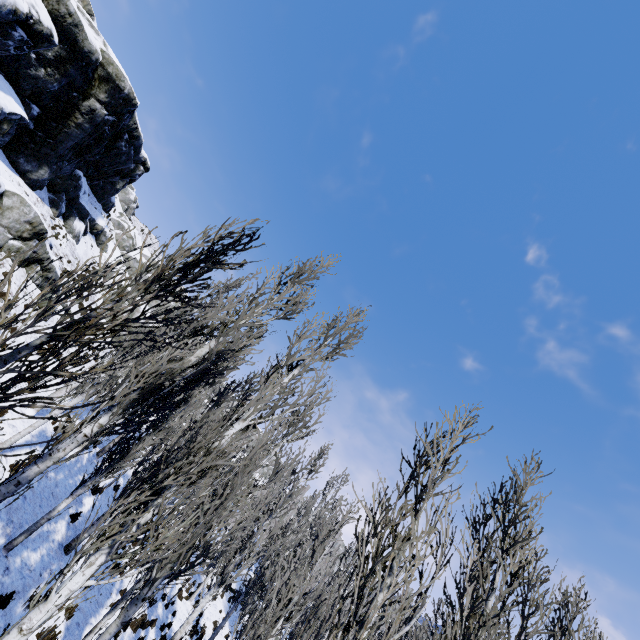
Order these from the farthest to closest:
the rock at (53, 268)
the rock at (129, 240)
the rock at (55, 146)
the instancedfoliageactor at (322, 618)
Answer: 1. the rock at (129, 240)
2. the rock at (53, 268)
3. the rock at (55, 146)
4. the instancedfoliageactor at (322, 618)

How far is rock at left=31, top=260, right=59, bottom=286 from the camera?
16.3 meters

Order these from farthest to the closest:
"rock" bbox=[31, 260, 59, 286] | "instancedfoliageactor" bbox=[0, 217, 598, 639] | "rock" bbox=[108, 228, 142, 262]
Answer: "rock" bbox=[108, 228, 142, 262]
"rock" bbox=[31, 260, 59, 286]
"instancedfoliageactor" bbox=[0, 217, 598, 639]

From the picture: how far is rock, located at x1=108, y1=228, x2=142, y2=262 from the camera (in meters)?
32.53

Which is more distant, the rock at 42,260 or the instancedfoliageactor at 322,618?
the rock at 42,260

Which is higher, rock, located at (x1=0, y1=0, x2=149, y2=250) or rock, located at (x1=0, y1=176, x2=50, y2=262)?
rock, located at (x1=0, y1=0, x2=149, y2=250)

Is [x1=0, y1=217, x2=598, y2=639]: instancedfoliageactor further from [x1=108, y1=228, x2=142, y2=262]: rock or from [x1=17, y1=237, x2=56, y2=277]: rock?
[x1=108, y1=228, x2=142, y2=262]: rock

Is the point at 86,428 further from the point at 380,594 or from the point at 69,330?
the point at 380,594
